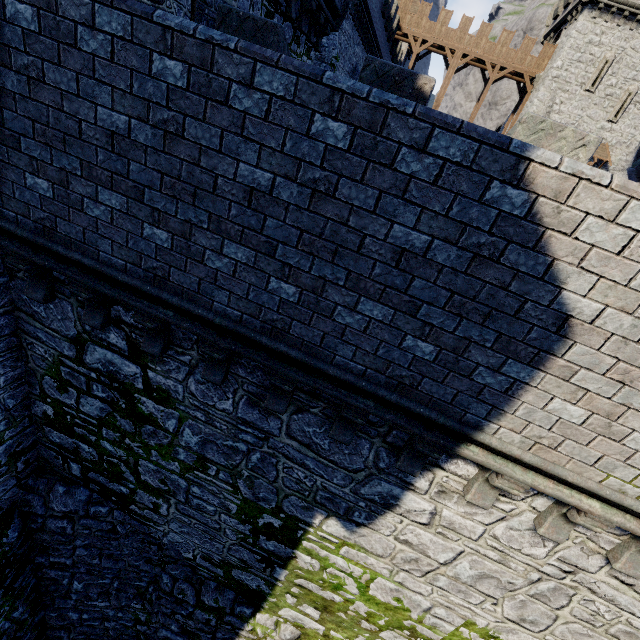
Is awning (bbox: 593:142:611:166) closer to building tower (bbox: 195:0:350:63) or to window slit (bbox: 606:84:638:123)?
window slit (bbox: 606:84:638:123)

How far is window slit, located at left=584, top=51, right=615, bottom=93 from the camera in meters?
26.5 m

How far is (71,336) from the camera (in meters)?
5.26

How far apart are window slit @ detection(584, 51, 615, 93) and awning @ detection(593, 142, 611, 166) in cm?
269

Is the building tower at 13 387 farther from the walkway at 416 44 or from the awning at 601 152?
the walkway at 416 44

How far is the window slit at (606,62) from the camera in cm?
2647

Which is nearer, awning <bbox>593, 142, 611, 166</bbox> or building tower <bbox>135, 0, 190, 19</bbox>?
building tower <bbox>135, 0, 190, 19</bbox>

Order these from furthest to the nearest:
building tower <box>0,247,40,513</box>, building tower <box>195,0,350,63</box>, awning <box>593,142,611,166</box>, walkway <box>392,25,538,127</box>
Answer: walkway <box>392,25,538,127</box> → awning <box>593,142,611,166</box> → building tower <box>195,0,350,63</box> → building tower <box>0,247,40,513</box>
